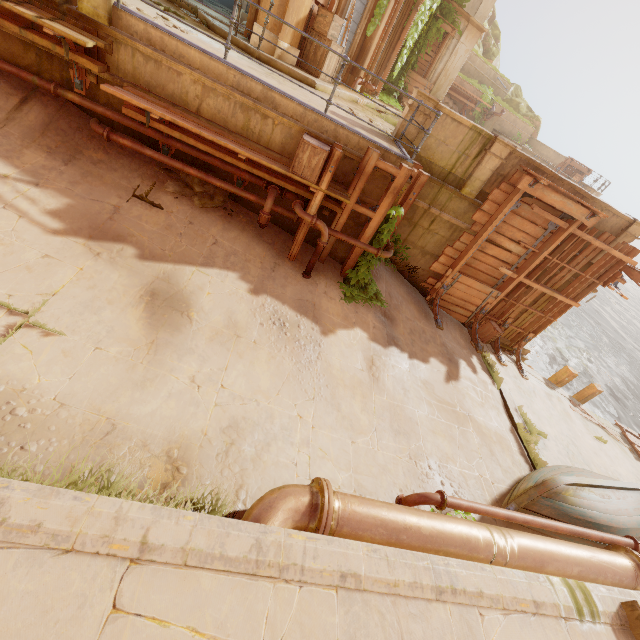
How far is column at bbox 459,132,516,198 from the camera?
8.15m

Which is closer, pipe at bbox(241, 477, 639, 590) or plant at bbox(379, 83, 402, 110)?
pipe at bbox(241, 477, 639, 590)

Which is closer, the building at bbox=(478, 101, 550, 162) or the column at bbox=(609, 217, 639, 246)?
the column at bbox=(609, 217, 639, 246)

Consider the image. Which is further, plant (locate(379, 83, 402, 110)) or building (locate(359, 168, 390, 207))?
plant (locate(379, 83, 402, 110))

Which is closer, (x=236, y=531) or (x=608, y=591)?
(x=236, y=531)

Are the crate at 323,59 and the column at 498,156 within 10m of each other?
yes

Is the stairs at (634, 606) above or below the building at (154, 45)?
below

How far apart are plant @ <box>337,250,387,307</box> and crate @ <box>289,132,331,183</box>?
1.8 meters
